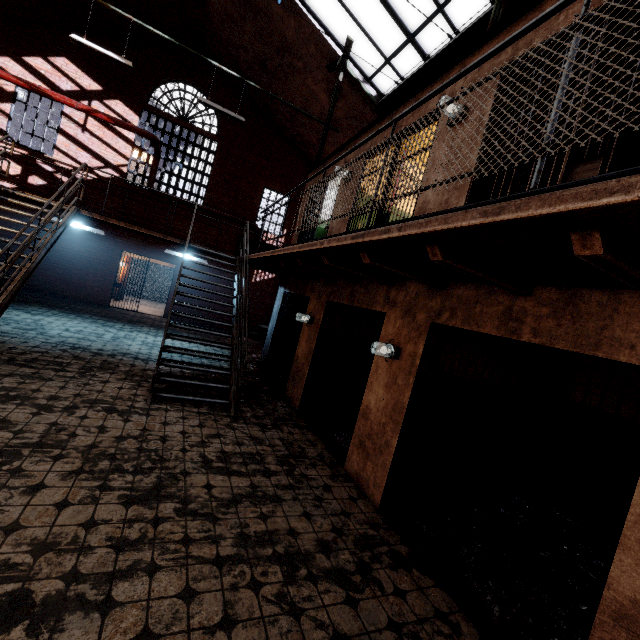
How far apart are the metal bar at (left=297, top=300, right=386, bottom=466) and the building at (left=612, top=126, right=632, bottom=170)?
3.6m

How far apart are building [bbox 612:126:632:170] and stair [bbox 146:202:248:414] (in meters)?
5.84

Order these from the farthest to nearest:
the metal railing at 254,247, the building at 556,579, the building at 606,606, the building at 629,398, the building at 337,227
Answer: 1. the building at 337,227
2. the building at 629,398
3. the building at 556,579
4. the building at 606,606
5. the metal railing at 254,247

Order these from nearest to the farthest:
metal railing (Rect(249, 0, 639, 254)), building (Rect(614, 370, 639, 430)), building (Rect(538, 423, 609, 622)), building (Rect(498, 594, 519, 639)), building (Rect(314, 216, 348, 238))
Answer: metal railing (Rect(249, 0, 639, 254)) → building (Rect(498, 594, 519, 639)) → building (Rect(538, 423, 609, 622)) → building (Rect(614, 370, 639, 430)) → building (Rect(314, 216, 348, 238))

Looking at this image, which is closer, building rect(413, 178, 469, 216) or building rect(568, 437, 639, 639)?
building rect(568, 437, 639, 639)

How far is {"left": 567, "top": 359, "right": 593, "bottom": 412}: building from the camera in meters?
5.4 m

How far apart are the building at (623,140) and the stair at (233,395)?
5.8m

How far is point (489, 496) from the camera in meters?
2.8
